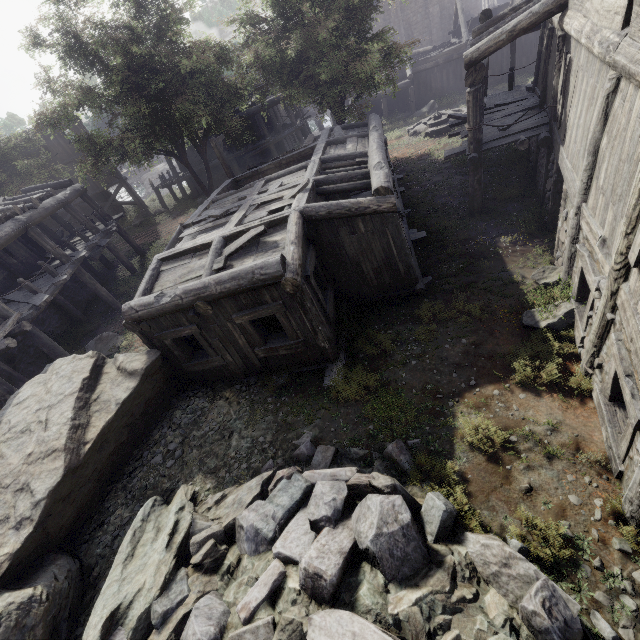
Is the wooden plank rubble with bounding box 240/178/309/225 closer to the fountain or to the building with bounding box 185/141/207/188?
the building with bounding box 185/141/207/188

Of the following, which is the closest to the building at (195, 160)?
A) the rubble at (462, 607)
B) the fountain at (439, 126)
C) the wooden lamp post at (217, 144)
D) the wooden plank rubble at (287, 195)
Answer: the wooden plank rubble at (287, 195)

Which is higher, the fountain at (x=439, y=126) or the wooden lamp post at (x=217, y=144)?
the wooden lamp post at (x=217, y=144)

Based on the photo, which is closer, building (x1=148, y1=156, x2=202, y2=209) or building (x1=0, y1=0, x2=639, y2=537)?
building (x1=0, y1=0, x2=639, y2=537)

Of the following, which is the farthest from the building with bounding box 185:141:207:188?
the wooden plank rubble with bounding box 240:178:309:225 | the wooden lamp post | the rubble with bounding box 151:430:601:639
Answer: the rubble with bounding box 151:430:601:639

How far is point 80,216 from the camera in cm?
1681

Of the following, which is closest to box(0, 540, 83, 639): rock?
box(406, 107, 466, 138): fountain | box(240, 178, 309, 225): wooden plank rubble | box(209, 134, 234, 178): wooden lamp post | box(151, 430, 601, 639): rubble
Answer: box(151, 430, 601, 639): rubble

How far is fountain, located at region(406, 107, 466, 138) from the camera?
20.9 meters
